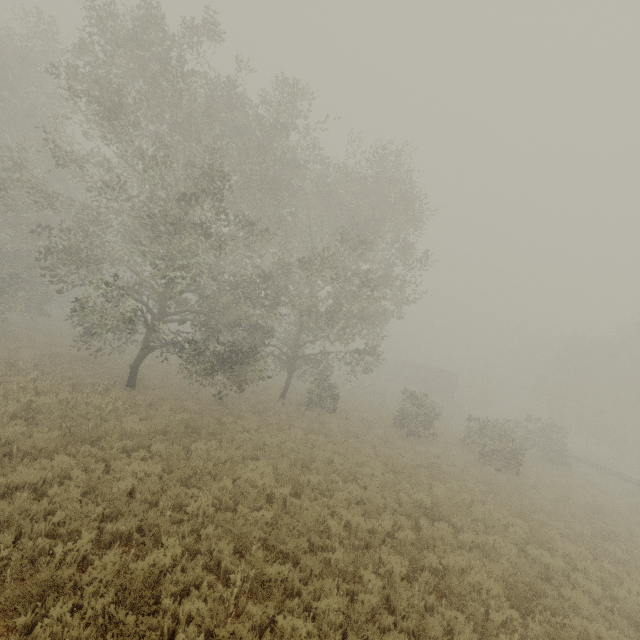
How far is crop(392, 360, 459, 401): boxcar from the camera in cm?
4650

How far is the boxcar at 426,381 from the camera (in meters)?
46.50

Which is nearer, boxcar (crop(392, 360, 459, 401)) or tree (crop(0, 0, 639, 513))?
tree (crop(0, 0, 639, 513))

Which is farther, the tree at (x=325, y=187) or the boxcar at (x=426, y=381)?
the boxcar at (x=426, y=381)

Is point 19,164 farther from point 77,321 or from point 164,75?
point 164,75
